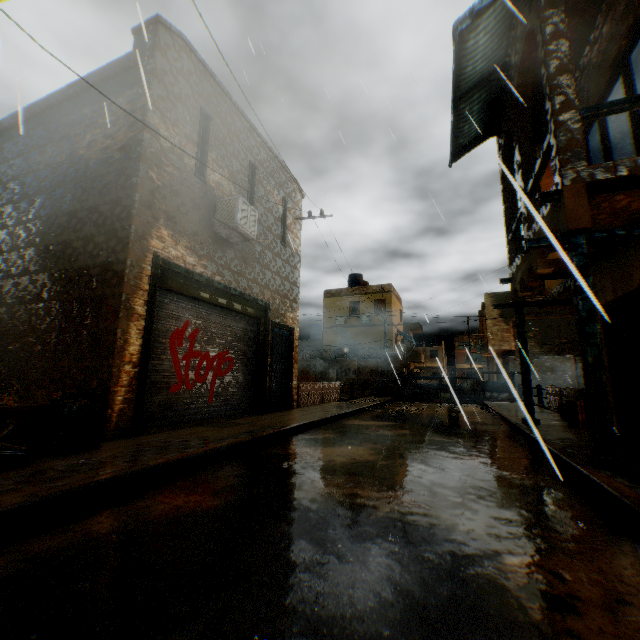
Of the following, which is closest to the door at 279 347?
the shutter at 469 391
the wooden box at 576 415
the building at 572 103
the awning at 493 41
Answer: the building at 572 103

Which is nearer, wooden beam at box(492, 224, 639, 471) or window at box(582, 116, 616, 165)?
wooden beam at box(492, 224, 639, 471)

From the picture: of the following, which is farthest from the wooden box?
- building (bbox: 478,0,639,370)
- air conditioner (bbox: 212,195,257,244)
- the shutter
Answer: the shutter

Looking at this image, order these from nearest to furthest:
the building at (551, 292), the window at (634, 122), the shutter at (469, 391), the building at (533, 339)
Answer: the window at (634, 122) < the building at (551, 292) < the shutter at (469, 391) < the building at (533, 339)

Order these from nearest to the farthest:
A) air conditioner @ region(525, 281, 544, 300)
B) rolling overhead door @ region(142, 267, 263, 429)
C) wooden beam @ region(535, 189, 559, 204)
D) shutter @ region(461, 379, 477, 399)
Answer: wooden beam @ region(535, 189, 559, 204)
rolling overhead door @ region(142, 267, 263, 429)
air conditioner @ region(525, 281, 544, 300)
shutter @ region(461, 379, 477, 399)

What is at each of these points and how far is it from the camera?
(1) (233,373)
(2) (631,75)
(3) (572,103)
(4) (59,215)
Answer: (1) rolling overhead door, 8.8 meters
(2) window, 6.1 meters
(3) building, 4.8 meters
(4) building, 6.8 meters

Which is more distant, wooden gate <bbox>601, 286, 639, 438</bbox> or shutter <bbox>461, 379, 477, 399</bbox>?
shutter <bbox>461, 379, 477, 399</bbox>
